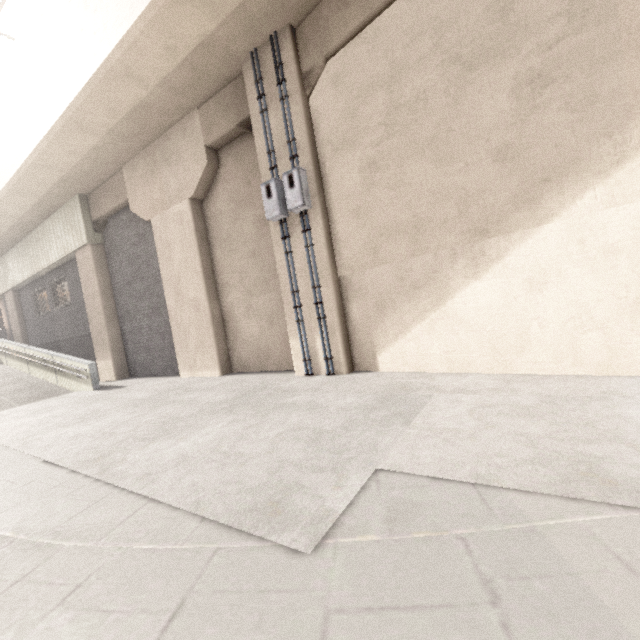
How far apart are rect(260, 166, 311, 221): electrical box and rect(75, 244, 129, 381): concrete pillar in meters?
9.4 m

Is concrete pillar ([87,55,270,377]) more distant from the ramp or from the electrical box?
the ramp

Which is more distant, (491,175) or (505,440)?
(491,175)

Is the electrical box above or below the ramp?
above

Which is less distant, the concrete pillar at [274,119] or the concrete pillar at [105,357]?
the concrete pillar at [274,119]

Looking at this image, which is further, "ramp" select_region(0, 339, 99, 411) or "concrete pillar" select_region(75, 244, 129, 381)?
"concrete pillar" select_region(75, 244, 129, 381)

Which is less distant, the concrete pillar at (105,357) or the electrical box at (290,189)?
the electrical box at (290,189)

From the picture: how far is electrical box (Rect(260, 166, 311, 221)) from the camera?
6.3 meters
